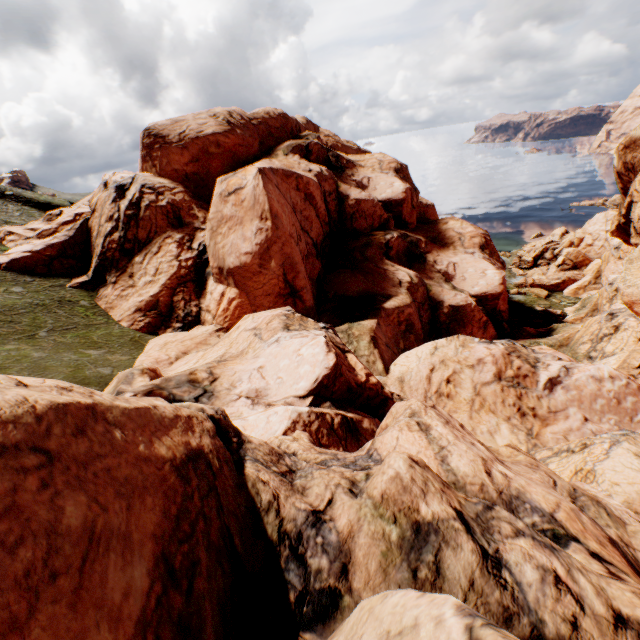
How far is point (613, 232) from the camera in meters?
31.0 m
